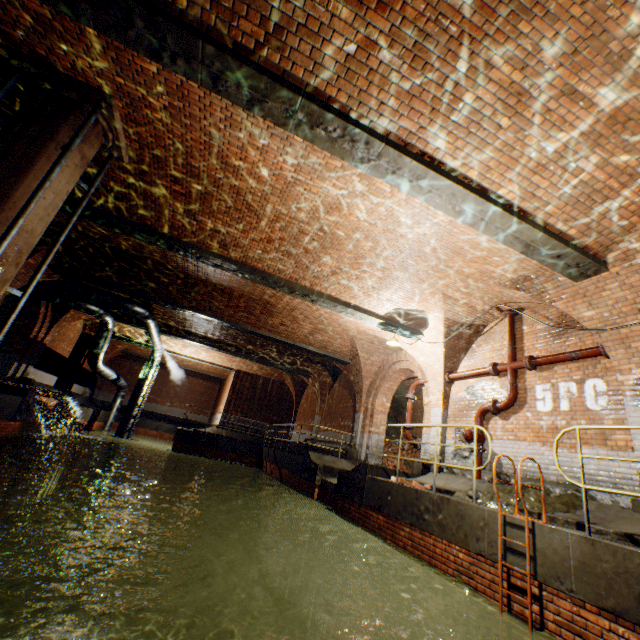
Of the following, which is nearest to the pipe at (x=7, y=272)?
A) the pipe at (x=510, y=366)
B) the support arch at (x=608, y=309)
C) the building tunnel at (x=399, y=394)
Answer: the support arch at (x=608, y=309)

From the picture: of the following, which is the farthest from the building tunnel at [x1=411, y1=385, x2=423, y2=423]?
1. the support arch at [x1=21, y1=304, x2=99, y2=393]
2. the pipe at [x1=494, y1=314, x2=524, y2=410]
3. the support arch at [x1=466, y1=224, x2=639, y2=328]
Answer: the support arch at [x1=21, y1=304, x2=99, y2=393]

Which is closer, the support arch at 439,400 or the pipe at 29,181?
the pipe at 29,181

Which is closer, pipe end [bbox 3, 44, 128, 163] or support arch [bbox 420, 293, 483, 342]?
pipe end [bbox 3, 44, 128, 163]

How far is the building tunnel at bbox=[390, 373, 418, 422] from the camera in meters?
16.0

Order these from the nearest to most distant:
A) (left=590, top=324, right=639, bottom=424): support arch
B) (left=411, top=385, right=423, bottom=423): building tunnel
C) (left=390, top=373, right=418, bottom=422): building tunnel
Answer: (left=590, top=324, right=639, bottom=424): support arch → (left=390, top=373, right=418, bottom=422): building tunnel → (left=411, top=385, right=423, bottom=423): building tunnel

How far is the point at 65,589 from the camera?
10.2 meters

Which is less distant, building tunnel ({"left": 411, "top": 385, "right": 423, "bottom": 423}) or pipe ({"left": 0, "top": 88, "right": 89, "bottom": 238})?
pipe ({"left": 0, "top": 88, "right": 89, "bottom": 238})
